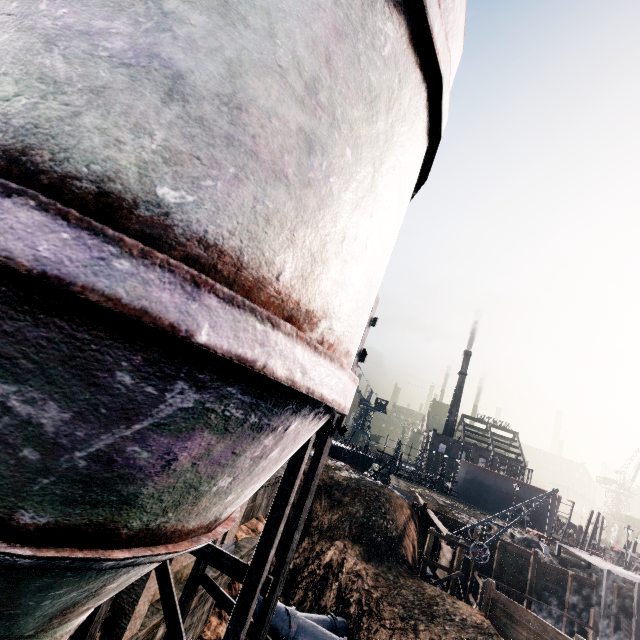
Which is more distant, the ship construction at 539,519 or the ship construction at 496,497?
the ship construction at 496,497

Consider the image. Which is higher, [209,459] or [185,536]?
[209,459]

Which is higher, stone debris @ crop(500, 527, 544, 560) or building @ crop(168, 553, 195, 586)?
stone debris @ crop(500, 527, 544, 560)

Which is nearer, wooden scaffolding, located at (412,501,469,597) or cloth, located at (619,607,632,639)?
wooden scaffolding, located at (412,501,469,597)

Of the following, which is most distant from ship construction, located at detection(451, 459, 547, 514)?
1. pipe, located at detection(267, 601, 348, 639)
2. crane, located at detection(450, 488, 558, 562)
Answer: pipe, located at detection(267, 601, 348, 639)

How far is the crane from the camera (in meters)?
23.47

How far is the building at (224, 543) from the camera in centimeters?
1474cm

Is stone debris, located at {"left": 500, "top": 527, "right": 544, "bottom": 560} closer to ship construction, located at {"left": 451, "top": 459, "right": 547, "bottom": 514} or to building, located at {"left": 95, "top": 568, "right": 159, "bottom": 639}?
ship construction, located at {"left": 451, "top": 459, "right": 547, "bottom": 514}
